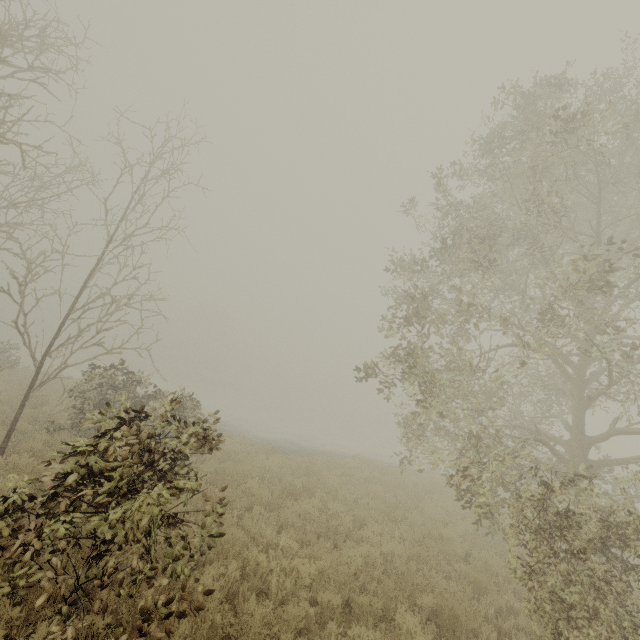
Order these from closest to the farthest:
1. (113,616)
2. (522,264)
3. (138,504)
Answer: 1. (138,504)
2. (113,616)
3. (522,264)
